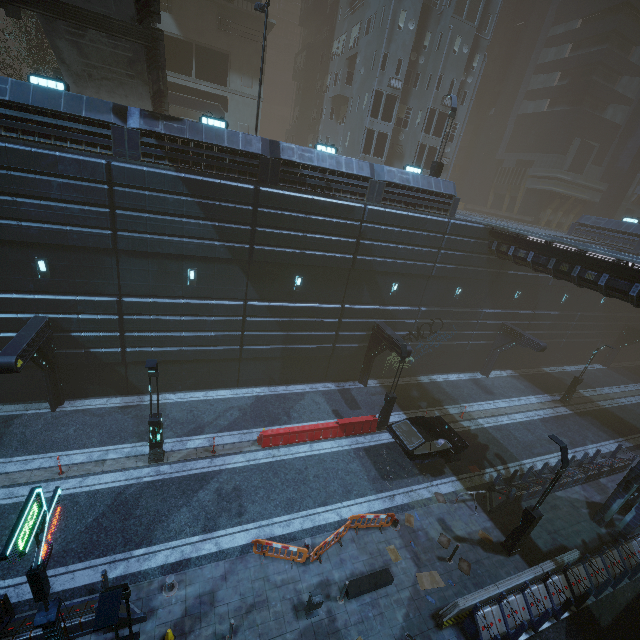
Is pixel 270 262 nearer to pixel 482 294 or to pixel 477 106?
pixel 482 294

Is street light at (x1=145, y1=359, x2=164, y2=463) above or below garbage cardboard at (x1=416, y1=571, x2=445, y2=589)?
above

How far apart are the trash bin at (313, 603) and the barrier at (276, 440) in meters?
6.8

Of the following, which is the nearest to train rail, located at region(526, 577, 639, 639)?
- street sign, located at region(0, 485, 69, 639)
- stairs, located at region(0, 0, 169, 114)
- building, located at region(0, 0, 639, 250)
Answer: building, located at region(0, 0, 639, 250)

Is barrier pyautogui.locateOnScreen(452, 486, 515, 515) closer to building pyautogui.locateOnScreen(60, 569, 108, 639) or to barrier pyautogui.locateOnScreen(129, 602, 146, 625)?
building pyautogui.locateOnScreen(60, 569, 108, 639)

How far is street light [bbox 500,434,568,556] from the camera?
11.81m

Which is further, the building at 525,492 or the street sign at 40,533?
the building at 525,492

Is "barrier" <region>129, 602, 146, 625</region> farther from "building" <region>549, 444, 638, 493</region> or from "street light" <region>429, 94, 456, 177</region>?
"street light" <region>429, 94, 456, 177</region>
